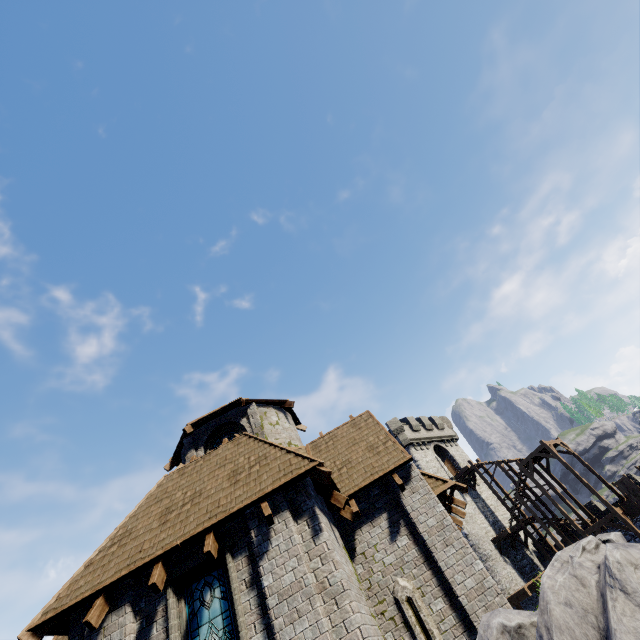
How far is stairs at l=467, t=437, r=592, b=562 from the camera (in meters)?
27.39

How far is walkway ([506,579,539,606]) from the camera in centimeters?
2247cm

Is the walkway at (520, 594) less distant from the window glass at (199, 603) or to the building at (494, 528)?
the building at (494, 528)

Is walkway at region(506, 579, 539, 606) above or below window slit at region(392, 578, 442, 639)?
below

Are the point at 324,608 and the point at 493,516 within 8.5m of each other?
no

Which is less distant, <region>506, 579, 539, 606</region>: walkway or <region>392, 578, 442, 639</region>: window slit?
<region>392, 578, 442, 639</region>: window slit

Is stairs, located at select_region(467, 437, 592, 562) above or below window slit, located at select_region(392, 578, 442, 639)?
above

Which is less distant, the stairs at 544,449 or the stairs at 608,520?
the stairs at 608,520
